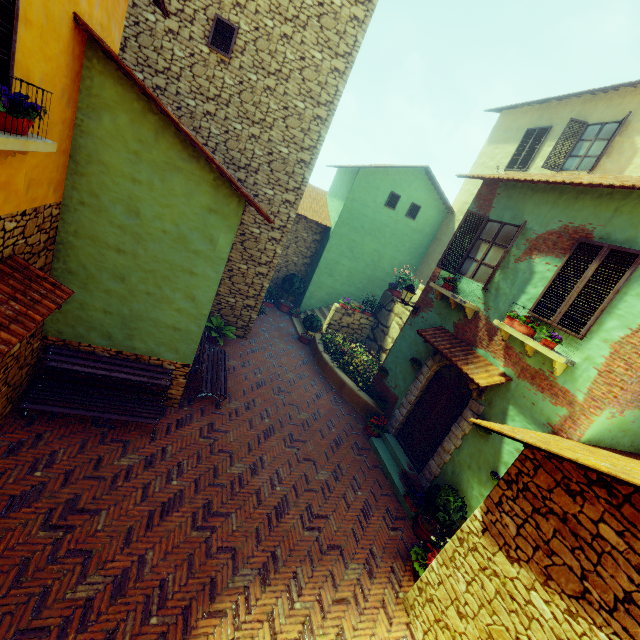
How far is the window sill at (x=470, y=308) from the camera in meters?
7.7

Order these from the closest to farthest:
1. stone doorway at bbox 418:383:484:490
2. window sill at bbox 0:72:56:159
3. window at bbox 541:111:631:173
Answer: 1. window sill at bbox 0:72:56:159
2. stone doorway at bbox 418:383:484:490
3. window at bbox 541:111:631:173

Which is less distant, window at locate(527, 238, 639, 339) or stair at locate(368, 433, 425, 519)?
window at locate(527, 238, 639, 339)

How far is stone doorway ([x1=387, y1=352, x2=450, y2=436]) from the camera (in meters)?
8.55

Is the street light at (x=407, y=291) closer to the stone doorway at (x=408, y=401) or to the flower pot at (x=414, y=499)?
the stone doorway at (x=408, y=401)

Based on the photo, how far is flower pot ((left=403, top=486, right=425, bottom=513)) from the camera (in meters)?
7.20

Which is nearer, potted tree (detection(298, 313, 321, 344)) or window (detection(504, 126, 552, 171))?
window (detection(504, 126, 552, 171))

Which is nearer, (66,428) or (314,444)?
(66,428)
